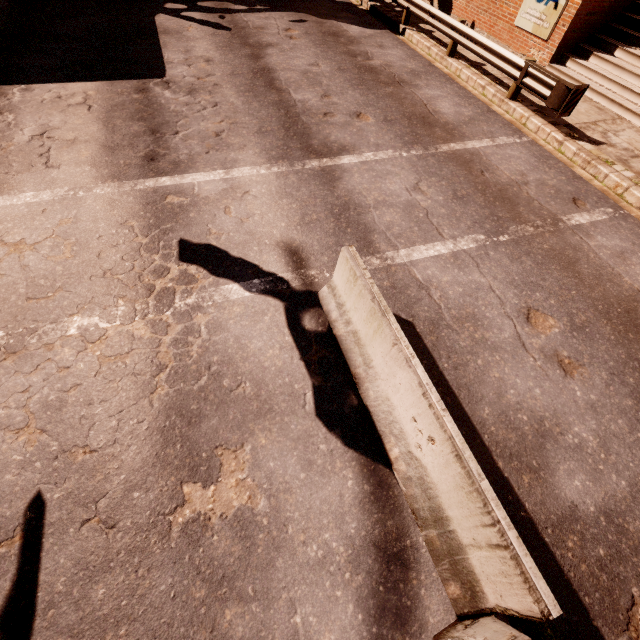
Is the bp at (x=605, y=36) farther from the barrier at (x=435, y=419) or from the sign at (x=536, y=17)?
the barrier at (x=435, y=419)

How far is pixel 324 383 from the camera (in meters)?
4.30

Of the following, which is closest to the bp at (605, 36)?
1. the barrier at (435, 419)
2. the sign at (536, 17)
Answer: the sign at (536, 17)

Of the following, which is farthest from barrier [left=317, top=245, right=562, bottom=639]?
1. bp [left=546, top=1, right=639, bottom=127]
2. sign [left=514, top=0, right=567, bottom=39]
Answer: sign [left=514, top=0, right=567, bottom=39]

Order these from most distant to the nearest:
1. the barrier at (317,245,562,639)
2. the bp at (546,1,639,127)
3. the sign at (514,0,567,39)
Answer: the sign at (514,0,567,39) → the bp at (546,1,639,127) → the barrier at (317,245,562,639)

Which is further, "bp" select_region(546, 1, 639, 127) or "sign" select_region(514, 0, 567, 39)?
"sign" select_region(514, 0, 567, 39)
